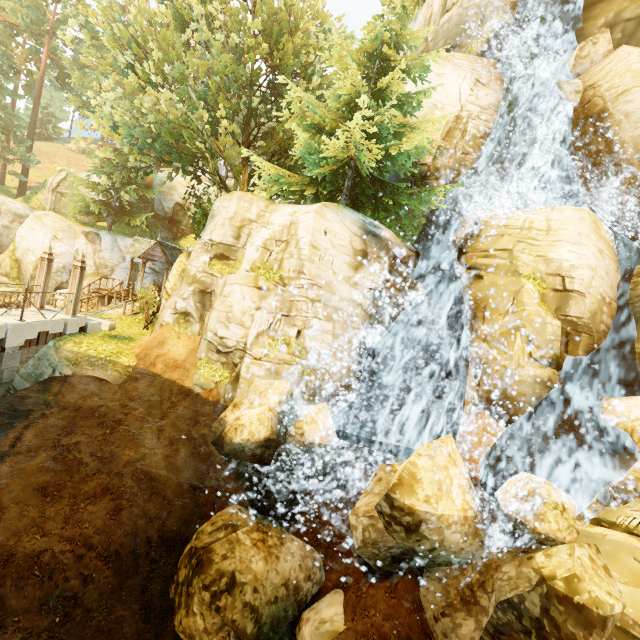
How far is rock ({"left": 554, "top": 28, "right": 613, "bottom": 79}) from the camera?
14.9m

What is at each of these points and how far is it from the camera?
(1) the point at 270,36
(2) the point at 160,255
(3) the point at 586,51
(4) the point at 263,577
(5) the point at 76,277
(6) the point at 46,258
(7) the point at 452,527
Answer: (1) tree, 17.03m
(2) building, 22.00m
(3) rock, 15.08m
(4) rock, 8.53m
(5) pillar, 12.81m
(6) pillar, 12.76m
(7) rock, 7.30m

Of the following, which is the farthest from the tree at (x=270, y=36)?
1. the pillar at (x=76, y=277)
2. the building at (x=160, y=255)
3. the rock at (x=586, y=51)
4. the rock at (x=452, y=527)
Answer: the rock at (x=452, y=527)

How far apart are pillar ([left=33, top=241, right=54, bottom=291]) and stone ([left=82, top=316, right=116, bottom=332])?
0.9m

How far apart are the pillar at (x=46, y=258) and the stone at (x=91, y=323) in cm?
92

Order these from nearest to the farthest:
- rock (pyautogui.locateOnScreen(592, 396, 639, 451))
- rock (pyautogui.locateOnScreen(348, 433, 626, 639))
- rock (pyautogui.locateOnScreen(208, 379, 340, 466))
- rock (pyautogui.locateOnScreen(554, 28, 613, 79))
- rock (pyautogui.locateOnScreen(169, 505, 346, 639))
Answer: rock (pyautogui.locateOnScreen(348, 433, 626, 639))
rock (pyautogui.locateOnScreen(169, 505, 346, 639))
rock (pyautogui.locateOnScreen(208, 379, 340, 466))
rock (pyautogui.locateOnScreen(592, 396, 639, 451))
rock (pyautogui.locateOnScreen(554, 28, 613, 79))

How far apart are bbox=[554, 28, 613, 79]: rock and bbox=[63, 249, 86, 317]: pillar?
23.52m

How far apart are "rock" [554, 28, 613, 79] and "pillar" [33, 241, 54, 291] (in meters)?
24.60
